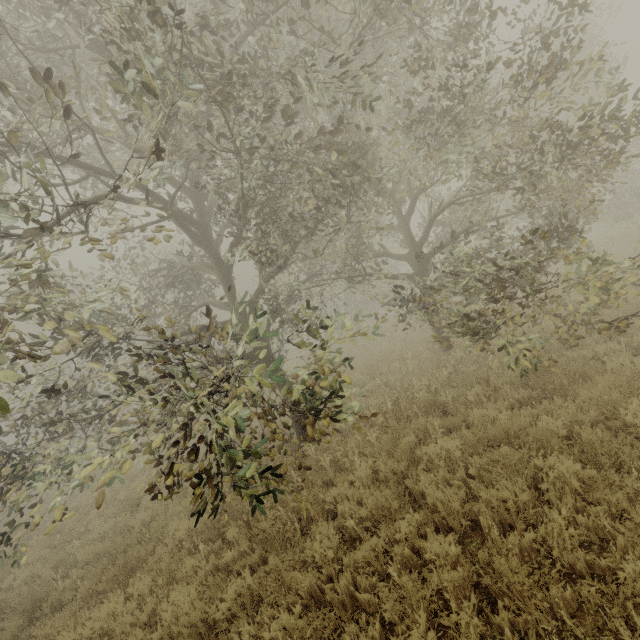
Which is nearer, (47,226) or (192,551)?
(47,226)
